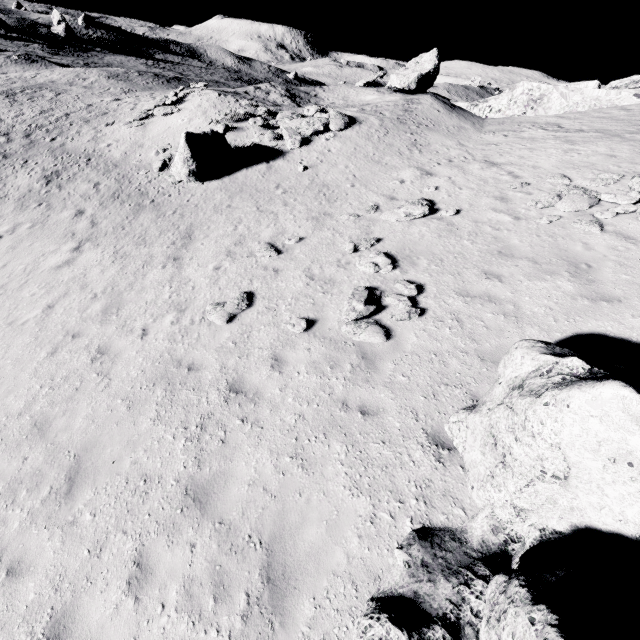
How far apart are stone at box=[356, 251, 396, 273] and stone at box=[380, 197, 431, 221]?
2.44m

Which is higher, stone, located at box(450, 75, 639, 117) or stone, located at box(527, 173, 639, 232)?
Result: stone, located at box(450, 75, 639, 117)

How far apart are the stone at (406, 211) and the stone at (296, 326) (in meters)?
5.88

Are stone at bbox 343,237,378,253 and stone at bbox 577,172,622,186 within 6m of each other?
no

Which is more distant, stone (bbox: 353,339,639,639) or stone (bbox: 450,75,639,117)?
stone (bbox: 450,75,639,117)

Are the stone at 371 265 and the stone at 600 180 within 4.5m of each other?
no

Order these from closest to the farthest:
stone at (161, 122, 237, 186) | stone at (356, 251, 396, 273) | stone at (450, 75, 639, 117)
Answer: stone at (356, 251, 396, 273), stone at (161, 122, 237, 186), stone at (450, 75, 639, 117)

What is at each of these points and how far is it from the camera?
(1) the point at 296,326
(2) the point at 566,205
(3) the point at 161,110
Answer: (1) stone, 8.0m
(2) stone, 10.3m
(3) stone, 22.8m
